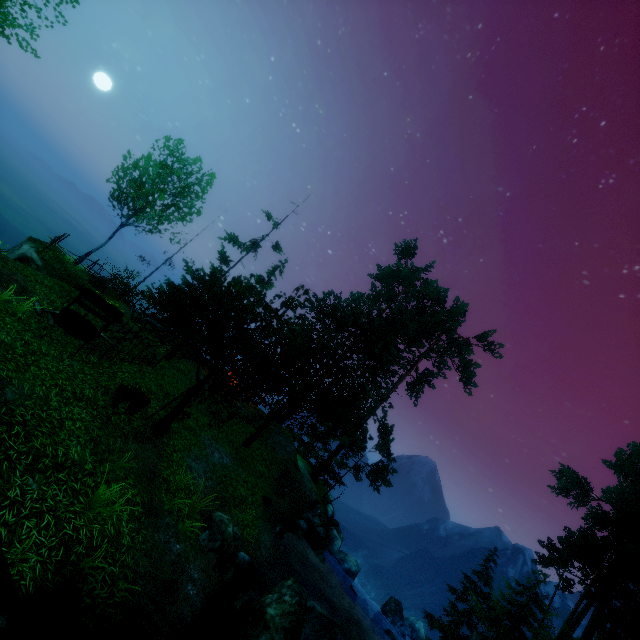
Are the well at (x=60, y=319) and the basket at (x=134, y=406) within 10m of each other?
yes

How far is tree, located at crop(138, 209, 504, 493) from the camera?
11.12m

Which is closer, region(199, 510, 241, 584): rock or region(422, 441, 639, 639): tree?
region(199, 510, 241, 584): rock

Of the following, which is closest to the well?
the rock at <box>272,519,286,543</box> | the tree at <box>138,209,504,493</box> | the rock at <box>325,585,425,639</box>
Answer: the tree at <box>138,209,504,493</box>

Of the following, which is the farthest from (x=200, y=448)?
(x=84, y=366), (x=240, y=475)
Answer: (x=84, y=366)

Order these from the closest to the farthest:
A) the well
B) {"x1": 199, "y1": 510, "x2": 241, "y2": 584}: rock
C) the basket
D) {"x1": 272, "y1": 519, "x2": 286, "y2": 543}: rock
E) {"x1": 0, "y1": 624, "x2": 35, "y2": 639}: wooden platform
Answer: {"x1": 0, "y1": 624, "x2": 35, "y2": 639}: wooden platform < {"x1": 199, "y1": 510, "x2": 241, "y2": 584}: rock < the basket < the well < {"x1": 272, "y1": 519, "x2": 286, "y2": 543}: rock

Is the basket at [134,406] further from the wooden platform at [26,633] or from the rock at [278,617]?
the rock at [278,617]

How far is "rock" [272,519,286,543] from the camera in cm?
1452
